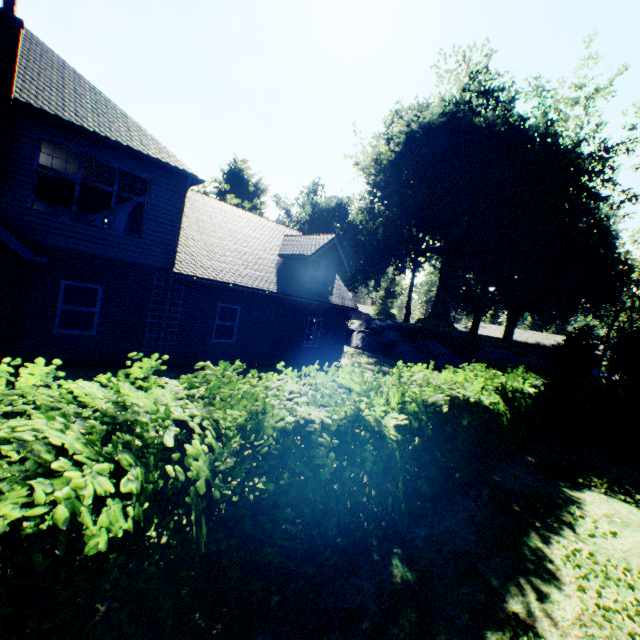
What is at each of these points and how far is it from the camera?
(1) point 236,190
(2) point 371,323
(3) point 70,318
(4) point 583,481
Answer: (1) plant, 50.3 meters
(2) rock, 31.9 meters
(3) curtain, 10.0 meters
(4) plant, 8.4 meters

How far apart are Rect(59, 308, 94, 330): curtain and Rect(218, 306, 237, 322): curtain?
4.0 meters

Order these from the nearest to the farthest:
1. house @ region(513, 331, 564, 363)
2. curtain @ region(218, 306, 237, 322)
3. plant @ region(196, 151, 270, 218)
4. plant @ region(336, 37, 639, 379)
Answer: curtain @ region(218, 306, 237, 322)
plant @ region(336, 37, 639, 379)
plant @ region(196, 151, 270, 218)
house @ region(513, 331, 564, 363)

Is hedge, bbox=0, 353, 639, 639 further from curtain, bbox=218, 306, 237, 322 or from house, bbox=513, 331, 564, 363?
house, bbox=513, 331, 564, 363

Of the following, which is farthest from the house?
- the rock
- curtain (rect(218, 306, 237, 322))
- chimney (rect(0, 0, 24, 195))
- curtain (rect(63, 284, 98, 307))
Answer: chimney (rect(0, 0, 24, 195))

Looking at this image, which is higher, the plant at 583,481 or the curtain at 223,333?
the curtain at 223,333

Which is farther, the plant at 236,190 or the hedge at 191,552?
the plant at 236,190

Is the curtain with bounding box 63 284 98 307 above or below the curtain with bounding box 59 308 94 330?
above
